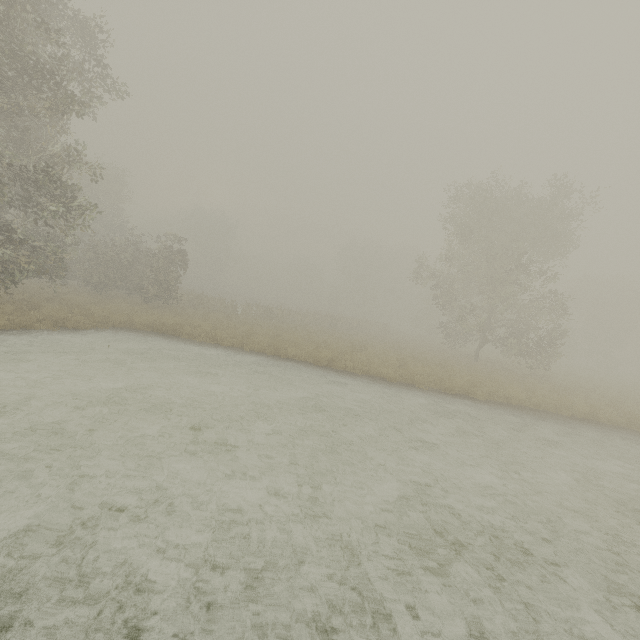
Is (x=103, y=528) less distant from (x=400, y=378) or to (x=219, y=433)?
(x=219, y=433)
